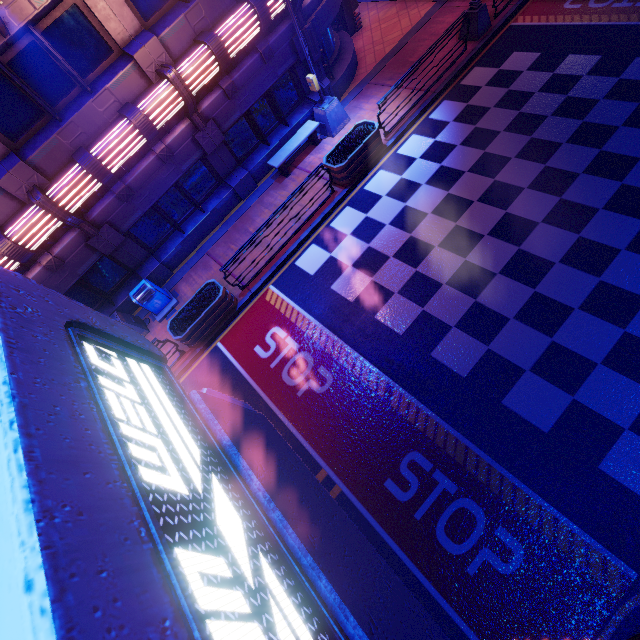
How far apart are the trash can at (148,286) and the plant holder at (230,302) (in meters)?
1.16

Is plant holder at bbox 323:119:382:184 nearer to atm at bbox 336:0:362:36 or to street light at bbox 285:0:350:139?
street light at bbox 285:0:350:139

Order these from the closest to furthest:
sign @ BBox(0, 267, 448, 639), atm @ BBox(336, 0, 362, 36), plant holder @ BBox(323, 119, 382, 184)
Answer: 1. sign @ BBox(0, 267, 448, 639)
2. plant holder @ BBox(323, 119, 382, 184)
3. atm @ BBox(336, 0, 362, 36)

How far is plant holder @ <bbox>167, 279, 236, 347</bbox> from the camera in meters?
10.1 m

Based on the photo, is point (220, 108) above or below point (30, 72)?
below

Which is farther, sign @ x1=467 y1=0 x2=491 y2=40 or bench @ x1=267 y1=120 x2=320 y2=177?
bench @ x1=267 y1=120 x2=320 y2=177

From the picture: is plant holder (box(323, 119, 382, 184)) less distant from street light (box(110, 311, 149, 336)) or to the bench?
the bench

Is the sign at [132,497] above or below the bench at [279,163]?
above
